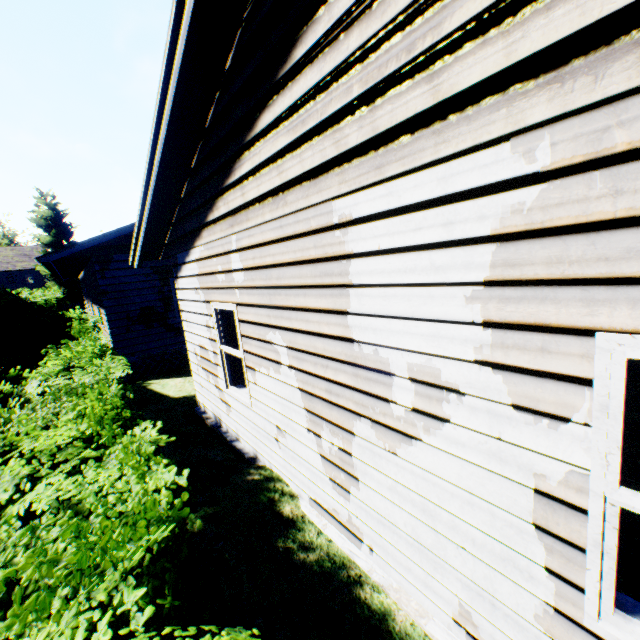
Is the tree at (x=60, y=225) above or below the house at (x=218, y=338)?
above

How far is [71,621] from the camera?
1.4 meters

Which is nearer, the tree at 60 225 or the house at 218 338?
the house at 218 338

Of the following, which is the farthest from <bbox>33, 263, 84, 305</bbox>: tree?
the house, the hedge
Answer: the hedge

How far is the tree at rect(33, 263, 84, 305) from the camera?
30.5m

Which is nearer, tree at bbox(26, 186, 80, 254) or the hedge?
the hedge
